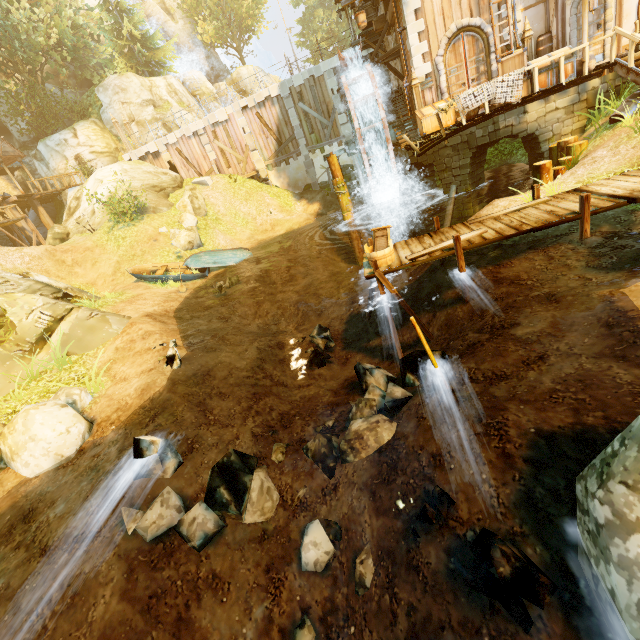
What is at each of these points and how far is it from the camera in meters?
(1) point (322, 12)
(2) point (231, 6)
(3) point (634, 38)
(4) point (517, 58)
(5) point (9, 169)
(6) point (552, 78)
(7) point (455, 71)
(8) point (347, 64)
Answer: (1) tree, 43.4
(2) tree, 40.7
(3) rail, 9.6
(4) box, 10.6
(5) building, 28.8
(6) chest, 10.8
(7) door, 13.7
(8) drain, 15.8

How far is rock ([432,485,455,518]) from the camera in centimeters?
351cm

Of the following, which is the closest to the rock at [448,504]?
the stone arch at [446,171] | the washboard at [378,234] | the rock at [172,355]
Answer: the washboard at [378,234]

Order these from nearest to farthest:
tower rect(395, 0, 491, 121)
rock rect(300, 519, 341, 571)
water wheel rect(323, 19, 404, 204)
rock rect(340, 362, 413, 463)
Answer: rock rect(300, 519, 341, 571), rock rect(340, 362, 413, 463), tower rect(395, 0, 491, 121), water wheel rect(323, 19, 404, 204)

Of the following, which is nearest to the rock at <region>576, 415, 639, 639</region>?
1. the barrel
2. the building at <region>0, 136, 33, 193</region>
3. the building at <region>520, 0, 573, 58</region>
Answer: the building at <region>520, 0, 573, 58</region>

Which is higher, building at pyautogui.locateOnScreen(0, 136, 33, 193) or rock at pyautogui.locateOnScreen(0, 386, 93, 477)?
building at pyautogui.locateOnScreen(0, 136, 33, 193)

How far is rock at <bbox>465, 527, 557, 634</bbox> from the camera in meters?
2.5 m

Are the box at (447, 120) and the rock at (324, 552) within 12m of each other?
no
